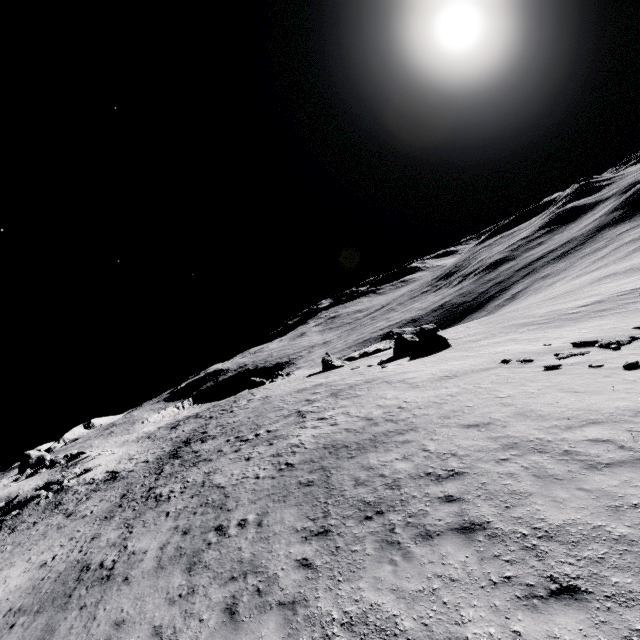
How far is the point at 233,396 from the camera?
56.12m
